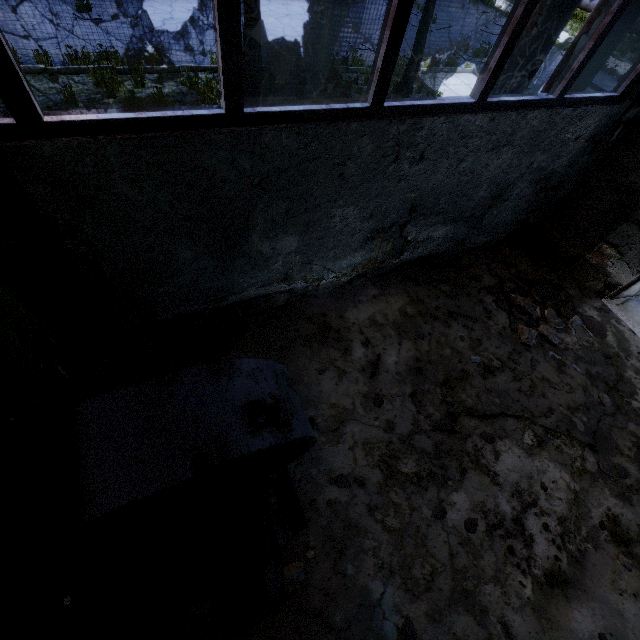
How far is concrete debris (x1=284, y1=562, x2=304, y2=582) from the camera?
3.1m

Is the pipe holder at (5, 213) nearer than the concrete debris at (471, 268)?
Yes

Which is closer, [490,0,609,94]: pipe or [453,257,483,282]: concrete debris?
[490,0,609,94]: pipe

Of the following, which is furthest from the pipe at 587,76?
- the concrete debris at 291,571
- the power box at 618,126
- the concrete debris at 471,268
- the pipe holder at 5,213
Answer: the concrete debris at 291,571

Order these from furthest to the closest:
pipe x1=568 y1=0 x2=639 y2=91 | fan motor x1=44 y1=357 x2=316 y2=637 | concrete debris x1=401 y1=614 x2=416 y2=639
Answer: pipe x1=568 y1=0 x2=639 y2=91
concrete debris x1=401 y1=614 x2=416 y2=639
fan motor x1=44 y1=357 x2=316 y2=637

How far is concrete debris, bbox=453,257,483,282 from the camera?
5.8m

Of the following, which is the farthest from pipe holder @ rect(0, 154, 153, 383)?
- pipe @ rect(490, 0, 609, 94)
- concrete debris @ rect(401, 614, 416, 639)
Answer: concrete debris @ rect(401, 614, 416, 639)

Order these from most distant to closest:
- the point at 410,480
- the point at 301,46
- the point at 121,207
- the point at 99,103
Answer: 1. the point at 301,46
2. the point at 99,103
3. the point at 410,480
4. the point at 121,207
